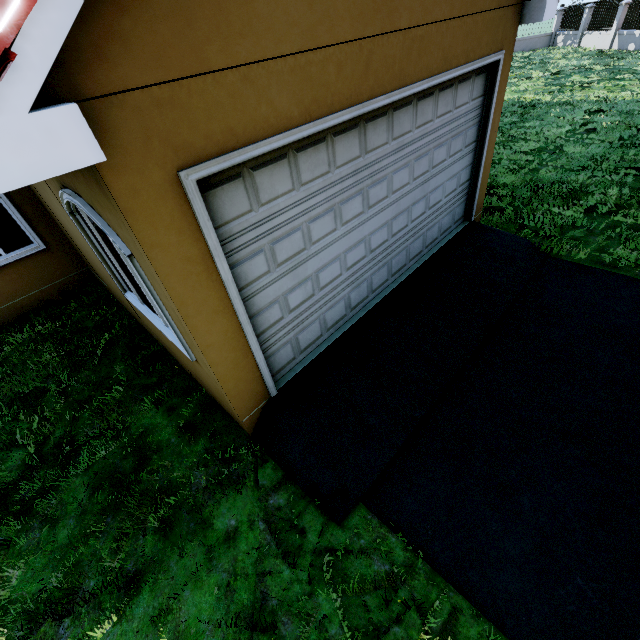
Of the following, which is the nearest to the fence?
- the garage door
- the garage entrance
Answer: the garage entrance

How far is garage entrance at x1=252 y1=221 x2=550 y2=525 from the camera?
3.40m

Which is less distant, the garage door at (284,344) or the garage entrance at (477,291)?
the garage door at (284,344)

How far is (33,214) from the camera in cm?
614

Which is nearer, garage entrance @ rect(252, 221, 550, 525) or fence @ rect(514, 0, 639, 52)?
garage entrance @ rect(252, 221, 550, 525)

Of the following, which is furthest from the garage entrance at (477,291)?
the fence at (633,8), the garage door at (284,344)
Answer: the fence at (633,8)
